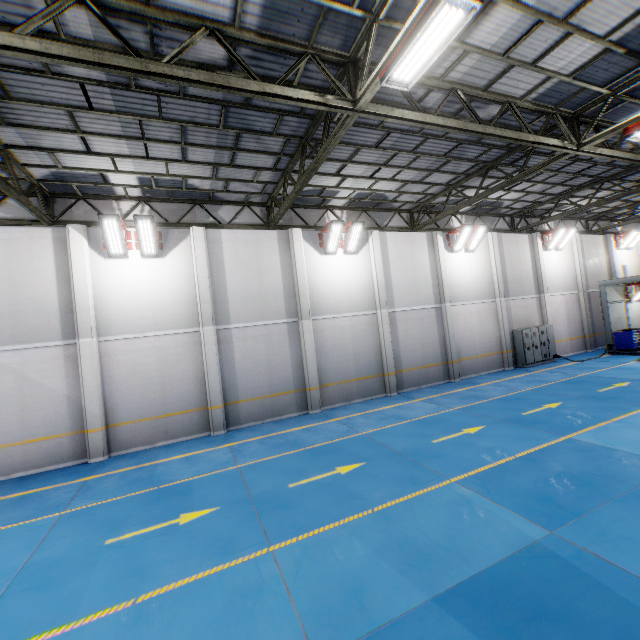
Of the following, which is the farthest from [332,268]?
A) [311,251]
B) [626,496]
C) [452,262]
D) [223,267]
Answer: [626,496]

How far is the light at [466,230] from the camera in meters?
16.7 m

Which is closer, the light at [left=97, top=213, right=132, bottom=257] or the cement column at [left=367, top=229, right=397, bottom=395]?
the light at [left=97, top=213, right=132, bottom=257]

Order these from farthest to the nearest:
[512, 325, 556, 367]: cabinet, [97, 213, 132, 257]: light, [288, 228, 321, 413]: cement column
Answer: [512, 325, 556, 367]: cabinet
[288, 228, 321, 413]: cement column
[97, 213, 132, 257]: light

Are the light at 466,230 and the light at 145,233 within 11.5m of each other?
no

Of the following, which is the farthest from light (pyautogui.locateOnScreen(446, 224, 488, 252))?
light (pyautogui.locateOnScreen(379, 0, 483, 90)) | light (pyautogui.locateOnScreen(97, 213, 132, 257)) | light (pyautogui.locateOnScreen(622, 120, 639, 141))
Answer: light (pyautogui.locateOnScreen(97, 213, 132, 257))

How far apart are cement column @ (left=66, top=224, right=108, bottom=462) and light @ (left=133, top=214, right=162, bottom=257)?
1.4m

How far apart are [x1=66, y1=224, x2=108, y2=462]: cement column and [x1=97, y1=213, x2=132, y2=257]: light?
0.5 meters
